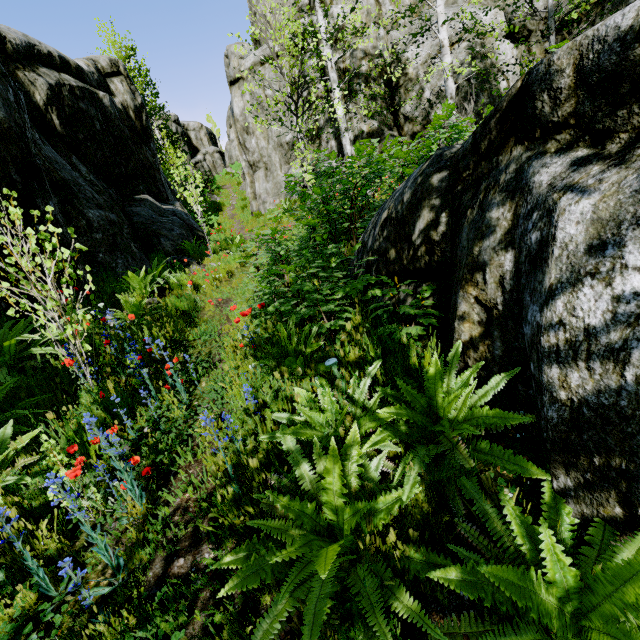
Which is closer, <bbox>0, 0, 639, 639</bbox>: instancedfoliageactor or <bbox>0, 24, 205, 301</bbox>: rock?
<bbox>0, 0, 639, 639</bbox>: instancedfoliageactor

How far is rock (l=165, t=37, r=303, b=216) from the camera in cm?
1503

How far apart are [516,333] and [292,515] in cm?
153

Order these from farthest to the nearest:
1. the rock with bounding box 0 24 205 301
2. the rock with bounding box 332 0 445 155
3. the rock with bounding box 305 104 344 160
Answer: the rock with bounding box 305 104 344 160, the rock with bounding box 332 0 445 155, the rock with bounding box 0 24 205 301

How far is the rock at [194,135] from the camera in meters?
15.0 m

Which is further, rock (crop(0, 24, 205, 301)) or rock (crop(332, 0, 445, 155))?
rock (crop(332, 0, 445, 155))

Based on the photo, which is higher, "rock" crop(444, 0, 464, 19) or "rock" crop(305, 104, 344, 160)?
"rock" crop(444, 0, 464, 19)
